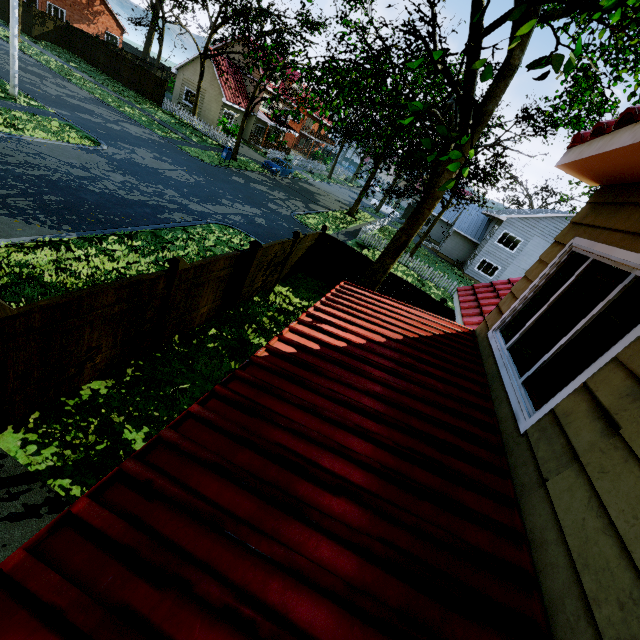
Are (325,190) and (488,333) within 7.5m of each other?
no

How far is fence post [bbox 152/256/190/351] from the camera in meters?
5.9

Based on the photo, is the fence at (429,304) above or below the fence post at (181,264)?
below

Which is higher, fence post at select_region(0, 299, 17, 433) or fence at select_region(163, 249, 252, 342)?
fence post at select_region(0, 299, 17, 433)

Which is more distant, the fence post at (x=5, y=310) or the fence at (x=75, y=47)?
the fence at (x=75, y=47)

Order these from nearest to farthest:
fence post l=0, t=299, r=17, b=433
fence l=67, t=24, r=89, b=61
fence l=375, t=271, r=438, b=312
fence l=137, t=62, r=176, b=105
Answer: fence post l=0, t=299, r=17, b=433 < fence l=375, t=271, r=438, b=312 < fence l=137, t=62, r=176, b=105 < fence l=67, t=24, r=89, b=61

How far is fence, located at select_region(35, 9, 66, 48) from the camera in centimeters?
2925cm

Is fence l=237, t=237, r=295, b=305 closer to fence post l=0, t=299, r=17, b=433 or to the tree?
fence post l=0, t=299, r=17, b=433
